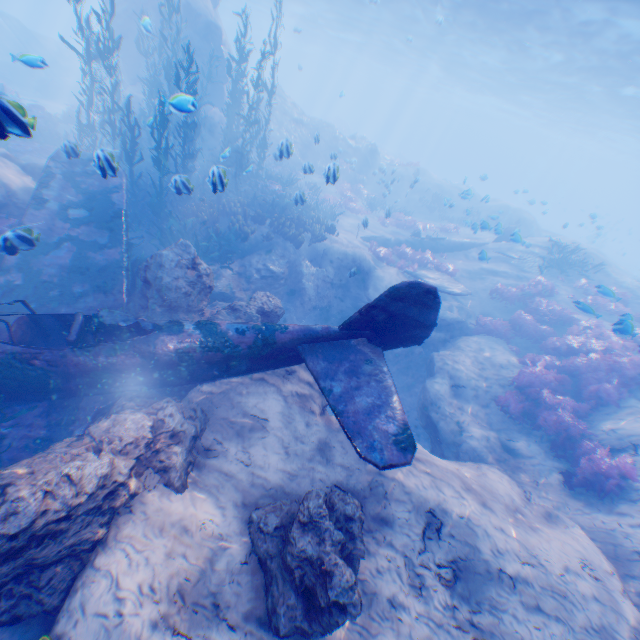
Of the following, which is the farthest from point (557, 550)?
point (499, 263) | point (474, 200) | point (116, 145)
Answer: point (474, 200)

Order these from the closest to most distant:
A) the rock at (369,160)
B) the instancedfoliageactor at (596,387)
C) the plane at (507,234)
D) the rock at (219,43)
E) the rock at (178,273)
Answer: the rock at (178,273) → the instancedfoliageactor at (596,387) → the plane at (507,234) → the rock at (369,160) → the rock at (219,43)

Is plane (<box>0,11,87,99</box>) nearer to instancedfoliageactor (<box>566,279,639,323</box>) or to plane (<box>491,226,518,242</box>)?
plane (<box>491,226,518,242</box>)

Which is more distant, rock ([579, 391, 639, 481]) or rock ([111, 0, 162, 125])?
rock ([111, 0, 162, 125])

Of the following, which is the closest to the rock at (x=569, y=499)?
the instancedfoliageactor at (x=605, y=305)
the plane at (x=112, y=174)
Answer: the plane at (x=112, y=174)

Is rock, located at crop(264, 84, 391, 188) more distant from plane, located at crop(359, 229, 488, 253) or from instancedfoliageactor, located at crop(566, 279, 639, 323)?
instancedfoliageactor, located at crop(566, 279, 639, 323)

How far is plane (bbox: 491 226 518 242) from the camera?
12.1 meters

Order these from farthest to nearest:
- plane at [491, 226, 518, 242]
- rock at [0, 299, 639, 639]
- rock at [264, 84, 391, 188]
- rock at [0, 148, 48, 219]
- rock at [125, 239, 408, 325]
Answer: rock at [264, 84, 391, 188]
plane at [491, 226, 518, 242]
rock at [0, 148, 48, 219]
rock at [125, 239, 408, 325]
rock at [0, 299, 639, 639]
